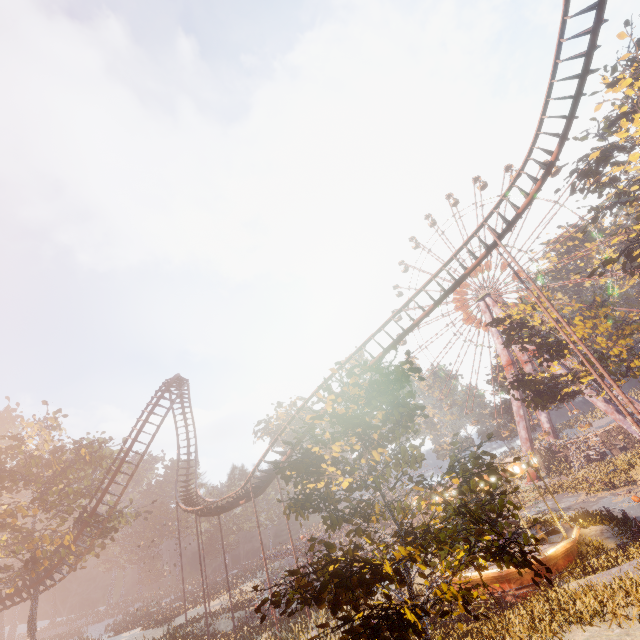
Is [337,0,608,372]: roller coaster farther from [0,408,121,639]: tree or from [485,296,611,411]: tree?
[485,296,611,411]: tree

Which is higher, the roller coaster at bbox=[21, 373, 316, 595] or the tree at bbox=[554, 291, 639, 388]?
the tree at bbox=[554, 291, 639, 388]

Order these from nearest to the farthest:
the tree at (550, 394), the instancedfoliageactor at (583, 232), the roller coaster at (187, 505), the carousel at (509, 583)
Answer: the carousel at (509, 583) → the roller coaster at (187, 505) → the instancedfoliageactor at (583, 232) → the tree at (550, 394)

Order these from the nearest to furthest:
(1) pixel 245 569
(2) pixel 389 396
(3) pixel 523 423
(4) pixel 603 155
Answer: (2) pixel 389 396
(4) pixel 603 155
(3) pixel 523 423
(1) pixel 245 569

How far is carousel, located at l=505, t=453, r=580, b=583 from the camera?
14.8m

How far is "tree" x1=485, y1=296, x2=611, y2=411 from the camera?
30.5m

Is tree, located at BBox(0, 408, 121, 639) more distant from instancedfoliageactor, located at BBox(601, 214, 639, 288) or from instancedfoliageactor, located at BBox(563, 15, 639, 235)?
instancedfoliageactor, located at BBox(563, 15, 639, 235)

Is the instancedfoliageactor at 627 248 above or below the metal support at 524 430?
above
